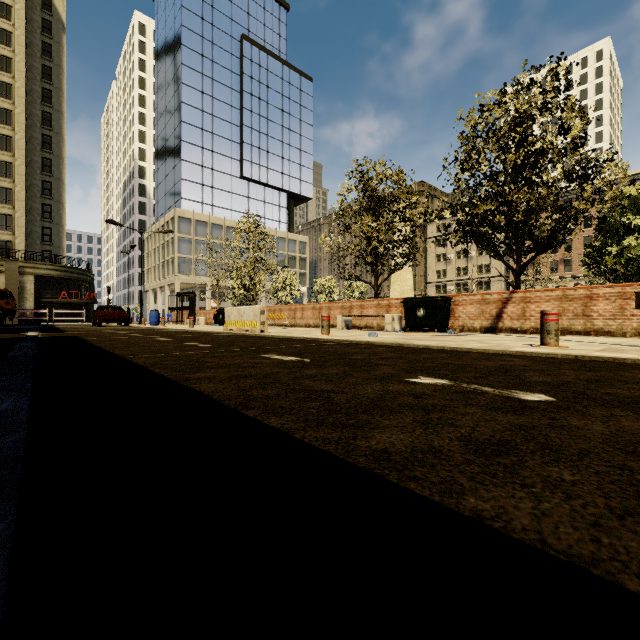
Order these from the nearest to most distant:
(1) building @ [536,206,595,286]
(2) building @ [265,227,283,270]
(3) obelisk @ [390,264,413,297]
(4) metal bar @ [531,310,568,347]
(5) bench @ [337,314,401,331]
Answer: (4) metal bar @ [531,310,568,347]
(5) bench @ [337,314,401,331]
(3) obelisk @ [390,264,413,297]
(1) building @ [536,206,595,286]
(2) building @ [265,227,283,270]

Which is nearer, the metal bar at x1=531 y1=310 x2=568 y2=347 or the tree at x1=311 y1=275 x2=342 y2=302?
the metal bar at x1=531 y1=310 x2=568 y2=347

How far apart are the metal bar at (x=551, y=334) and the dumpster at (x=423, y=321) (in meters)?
4.77

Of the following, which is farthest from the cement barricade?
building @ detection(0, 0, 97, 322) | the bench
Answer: building @ detection(0, 0, 97, 322)

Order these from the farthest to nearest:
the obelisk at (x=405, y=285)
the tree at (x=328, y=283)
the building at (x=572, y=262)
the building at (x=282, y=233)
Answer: the building at (x=282, y=233)
the building at (x=572, y=262)
the tree at (x=328, y=283)
the obelisk at (x=405, y=285)

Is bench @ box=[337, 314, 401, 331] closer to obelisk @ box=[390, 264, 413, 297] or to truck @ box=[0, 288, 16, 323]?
obelisk @ box=[390, 264, 413, 297]

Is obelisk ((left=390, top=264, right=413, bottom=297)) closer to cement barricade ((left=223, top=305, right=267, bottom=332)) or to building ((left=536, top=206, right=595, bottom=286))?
cement barricade ((left=223, top=305, right=267, bottom=332))

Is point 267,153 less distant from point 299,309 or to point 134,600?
point 299,309
